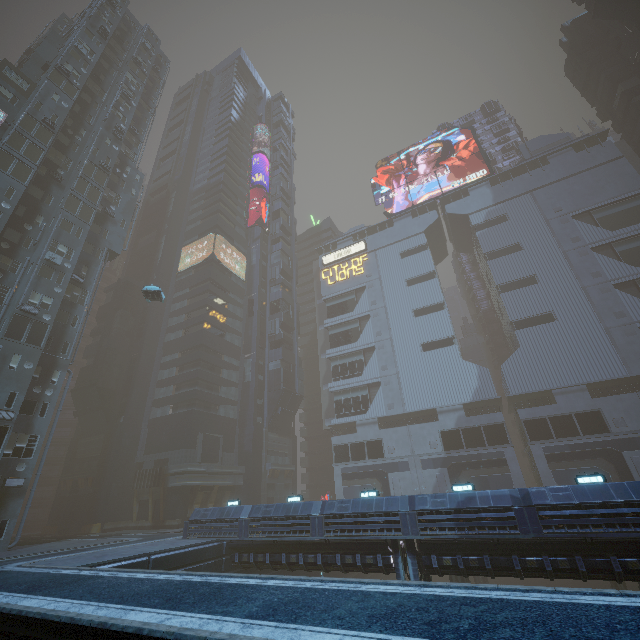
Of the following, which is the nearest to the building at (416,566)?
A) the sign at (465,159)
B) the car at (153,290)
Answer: the sign at (465,159)

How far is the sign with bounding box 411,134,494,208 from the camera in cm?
5613

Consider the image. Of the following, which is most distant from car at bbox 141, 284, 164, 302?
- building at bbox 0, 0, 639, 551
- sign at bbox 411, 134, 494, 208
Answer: sign at bbox 411, 134, 494, 208

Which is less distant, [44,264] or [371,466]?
[44,264]

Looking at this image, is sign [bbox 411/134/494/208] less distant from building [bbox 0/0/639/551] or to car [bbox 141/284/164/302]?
building [bbox 0/0/639/551]

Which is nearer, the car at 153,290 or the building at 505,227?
the building at 505,227
